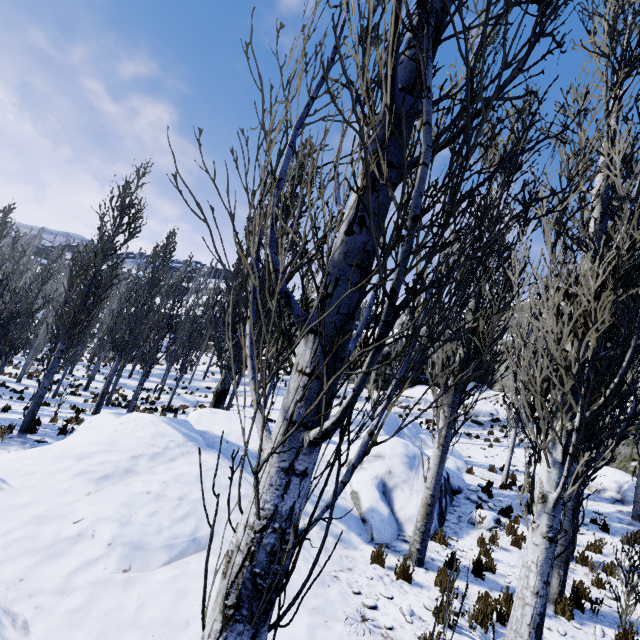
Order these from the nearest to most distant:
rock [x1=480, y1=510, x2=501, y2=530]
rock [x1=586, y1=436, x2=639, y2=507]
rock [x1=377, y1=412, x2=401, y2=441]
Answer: rock [x1=480, y1=510, x2=501, y2=530]
rock [x1=377, y1=412, x2=401, y2=441]
rock [x1=586, y1=436, x2=639, y2=507]

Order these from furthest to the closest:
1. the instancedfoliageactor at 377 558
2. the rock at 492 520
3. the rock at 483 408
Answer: the rock at 483 408 < the rock at 492 520 < the instancedfoliageactor at 377 558

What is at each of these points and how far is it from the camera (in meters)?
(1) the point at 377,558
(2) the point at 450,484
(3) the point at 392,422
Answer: (1) instancedfoliageactor, 6.66
(2) rock, 11.66
(3) rock, 17.20

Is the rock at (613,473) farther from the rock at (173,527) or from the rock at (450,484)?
Answer: the rock at (173,527)

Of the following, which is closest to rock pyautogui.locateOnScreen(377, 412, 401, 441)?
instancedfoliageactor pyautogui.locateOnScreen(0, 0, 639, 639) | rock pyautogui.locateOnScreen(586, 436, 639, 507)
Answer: instancedfoliageactor pyautogui.locateOnScreen(0, 0, 639, 639)

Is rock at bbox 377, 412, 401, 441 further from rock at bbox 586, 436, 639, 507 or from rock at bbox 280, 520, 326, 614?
rock at bbox 280, 520, 326, 614

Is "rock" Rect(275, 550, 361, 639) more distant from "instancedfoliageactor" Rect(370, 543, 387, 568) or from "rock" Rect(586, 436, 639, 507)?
"rock" Rect(586, 436, 639, 507)

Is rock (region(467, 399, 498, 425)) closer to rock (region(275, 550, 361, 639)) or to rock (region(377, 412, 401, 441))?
rock (region(377, 412, 401, 441))
